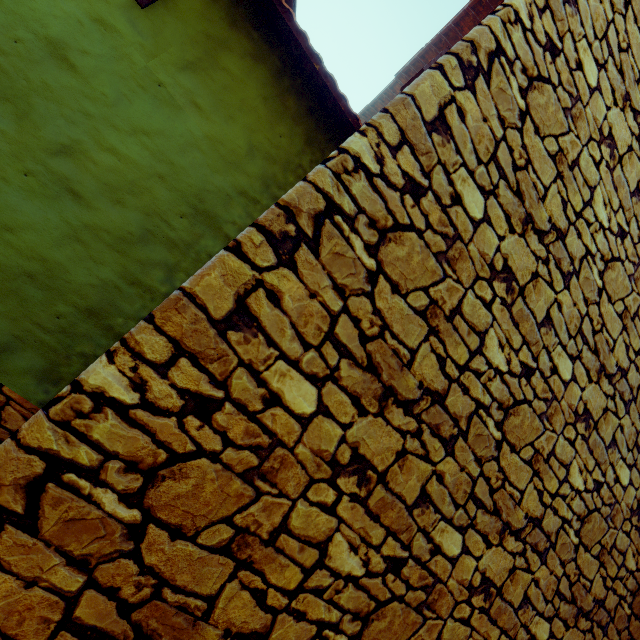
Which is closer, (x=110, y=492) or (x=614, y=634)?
(x=110, y=492)
